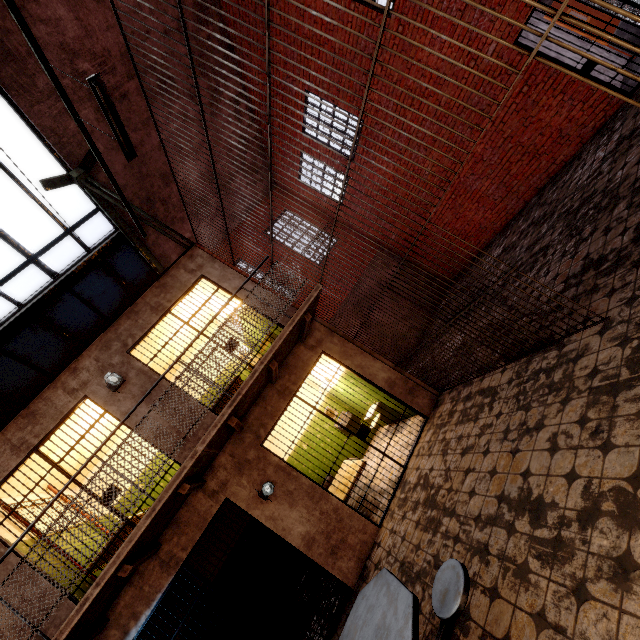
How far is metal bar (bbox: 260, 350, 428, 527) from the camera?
5.4 meters

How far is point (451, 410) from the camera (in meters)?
5.34

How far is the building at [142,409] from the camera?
5.44m

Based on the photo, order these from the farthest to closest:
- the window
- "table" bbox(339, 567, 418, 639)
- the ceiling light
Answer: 1. the window
2. the ceiling light
3. "table" bbox(339, 567, 418, 639)

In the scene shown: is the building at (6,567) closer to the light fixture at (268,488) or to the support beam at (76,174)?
the support beam at (76,174)

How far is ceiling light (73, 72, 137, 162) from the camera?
4.0m

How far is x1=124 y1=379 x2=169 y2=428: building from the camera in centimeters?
544cm

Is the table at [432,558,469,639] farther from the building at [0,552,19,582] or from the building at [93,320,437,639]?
the building at [0,552,19,582]
